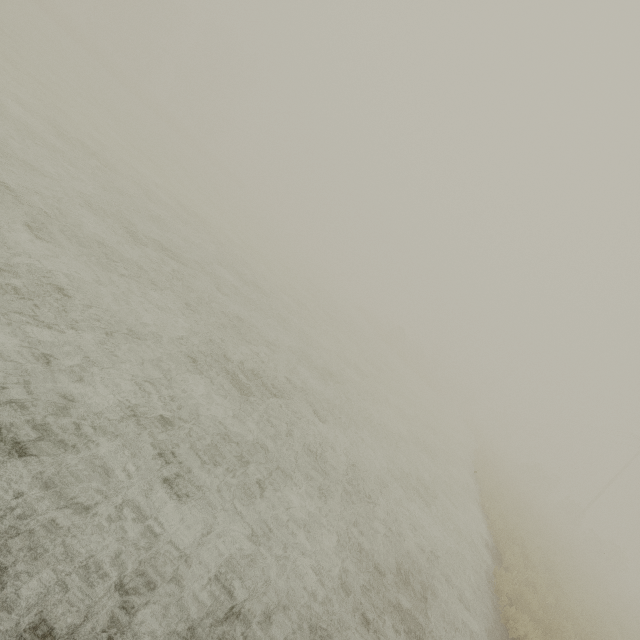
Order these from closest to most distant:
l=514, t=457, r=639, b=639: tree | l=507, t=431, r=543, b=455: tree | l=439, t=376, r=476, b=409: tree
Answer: l=514, t=457, r=639, b=639: tree, l=439, t=376, r=476, b=409: tree, l=507, t=431, r=543, b=455: tree

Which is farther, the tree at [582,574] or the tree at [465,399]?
the tree at [465,399]

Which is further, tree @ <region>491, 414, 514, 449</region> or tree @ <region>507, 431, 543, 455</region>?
tree @ <region>507, 431, 543, 455</region>

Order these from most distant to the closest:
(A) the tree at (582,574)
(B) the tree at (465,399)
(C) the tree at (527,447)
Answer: (C) the tree at (527,447), (B) the tree at (465,399), (A) the tree at (582,574)

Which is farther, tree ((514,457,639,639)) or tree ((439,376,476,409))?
tree ((439,376,476,409))

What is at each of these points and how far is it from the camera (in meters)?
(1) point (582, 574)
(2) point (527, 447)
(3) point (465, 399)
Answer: (1) tree, 17.83
(2) tree, 58.00
(3) tree, 57.06
